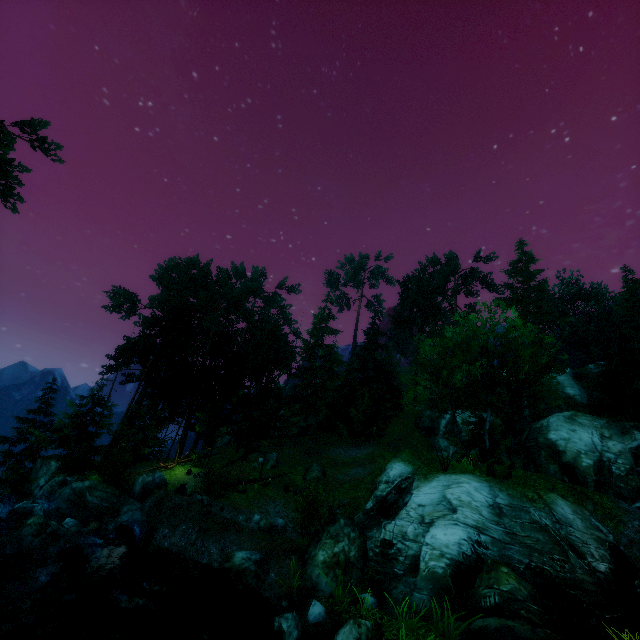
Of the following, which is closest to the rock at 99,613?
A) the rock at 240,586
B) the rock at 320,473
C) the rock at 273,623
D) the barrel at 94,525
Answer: the rock at 240,586

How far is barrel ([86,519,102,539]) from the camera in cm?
1550

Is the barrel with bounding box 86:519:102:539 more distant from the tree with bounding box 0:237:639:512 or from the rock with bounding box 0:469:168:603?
the tree with bounding box 0:237:639:512

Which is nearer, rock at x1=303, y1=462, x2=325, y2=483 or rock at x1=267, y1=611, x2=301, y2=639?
rock at x1=267, y1=611, x2=301, y2=639

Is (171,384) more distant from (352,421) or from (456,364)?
(456,364)

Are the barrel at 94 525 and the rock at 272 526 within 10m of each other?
yes

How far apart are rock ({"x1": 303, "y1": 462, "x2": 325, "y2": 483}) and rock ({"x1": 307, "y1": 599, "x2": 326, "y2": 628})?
14.8m

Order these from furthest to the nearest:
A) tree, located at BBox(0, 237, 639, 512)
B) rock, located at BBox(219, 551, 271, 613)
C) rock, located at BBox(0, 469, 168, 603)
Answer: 1. tree, located at BBox(0, 237, 639, 512)
2. rock, located at BBox(219, 551, 271, 613)
3. rock, located at BBox(0, 469, 168, 603)
